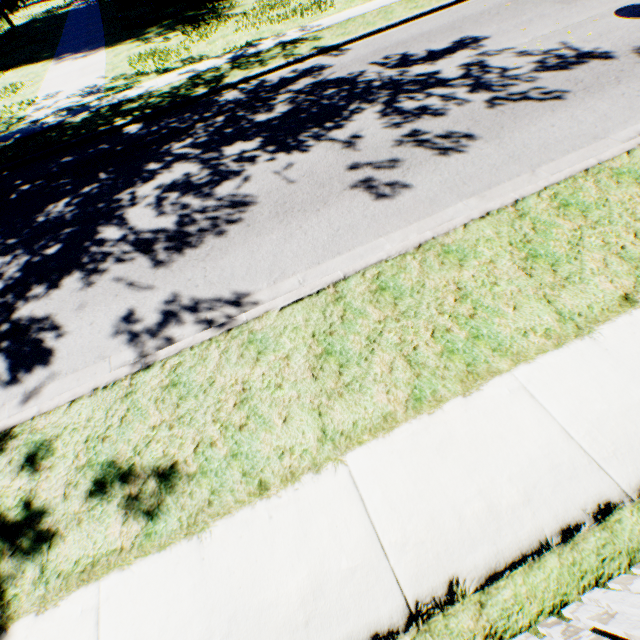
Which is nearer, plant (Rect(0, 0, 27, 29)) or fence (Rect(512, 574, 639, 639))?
fence (Rect(512, 574, 639, 639))

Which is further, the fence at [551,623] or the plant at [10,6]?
the plant at [10,6]

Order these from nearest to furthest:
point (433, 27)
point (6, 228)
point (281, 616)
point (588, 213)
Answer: point (281, 616) < point (588, 213) < point (6, 228) < point (433, 27)

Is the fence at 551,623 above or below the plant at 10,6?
below

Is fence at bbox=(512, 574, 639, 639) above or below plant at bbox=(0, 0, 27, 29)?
below
